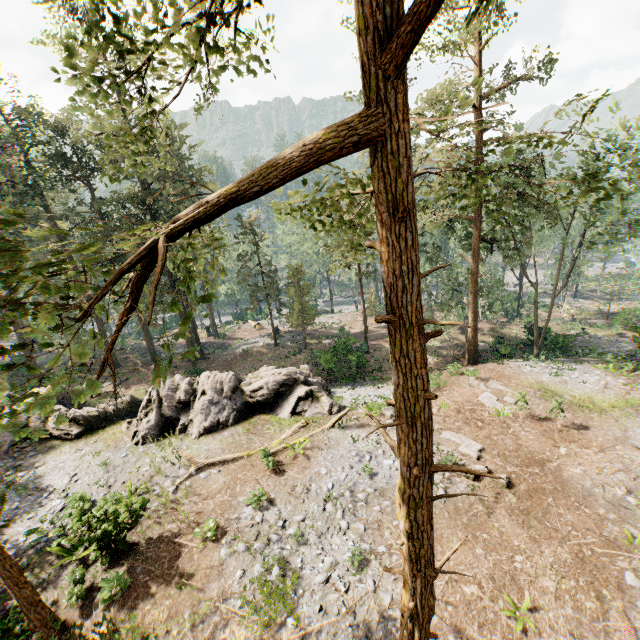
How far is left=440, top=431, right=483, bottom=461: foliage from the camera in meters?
14.7 m

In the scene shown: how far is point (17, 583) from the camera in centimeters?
893cm

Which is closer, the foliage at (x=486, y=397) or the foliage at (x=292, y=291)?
the foliage at (x=486, y=397)

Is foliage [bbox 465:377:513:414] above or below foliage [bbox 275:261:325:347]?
below

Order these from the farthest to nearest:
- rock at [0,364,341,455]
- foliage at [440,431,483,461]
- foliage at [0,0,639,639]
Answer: rock at [0,364,341,455], foliage at [440,431,483,461], foliage at [0,0,639,639]

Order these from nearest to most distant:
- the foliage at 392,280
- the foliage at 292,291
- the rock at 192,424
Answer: the foliage at 392,280 → the rock at 192,424 → the foliage at 292,291
